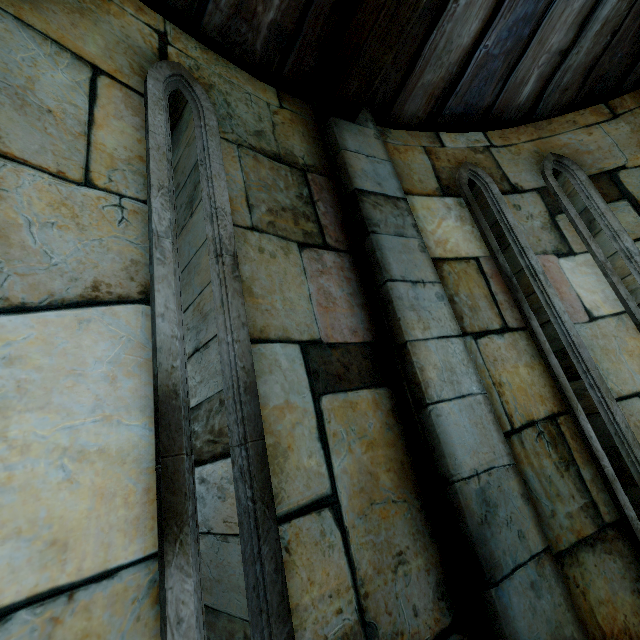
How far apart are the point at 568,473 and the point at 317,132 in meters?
2.9 m
